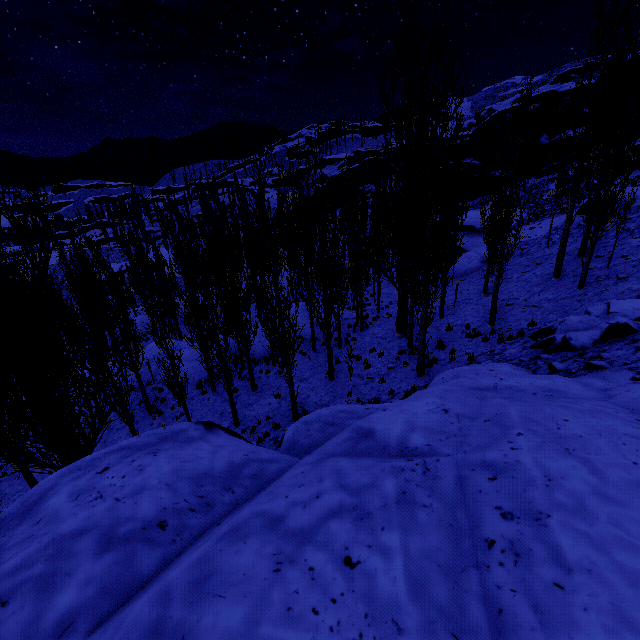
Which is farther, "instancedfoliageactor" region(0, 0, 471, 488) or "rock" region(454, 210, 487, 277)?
"rock" region(454, 210, 487, 277)

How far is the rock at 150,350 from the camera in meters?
20.5 m

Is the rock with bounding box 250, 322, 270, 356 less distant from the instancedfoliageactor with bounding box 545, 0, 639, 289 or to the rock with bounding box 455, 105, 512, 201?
the instancedfoliageactor with bounding box 545, 0, 639, 289

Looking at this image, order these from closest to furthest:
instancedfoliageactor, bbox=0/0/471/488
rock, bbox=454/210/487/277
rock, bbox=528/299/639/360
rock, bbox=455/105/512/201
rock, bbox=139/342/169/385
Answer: instancedfoliageactor, bbox=0/0/471/488, rock, bbox=528/299/639/360, rock, bbox=139/342/169/385, rock, bbox=454/210/487/277, rock, bbox=455/105/512/201

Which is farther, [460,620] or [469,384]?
[469,384]

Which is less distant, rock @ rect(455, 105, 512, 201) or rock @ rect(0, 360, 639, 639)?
rock @ rect(0, 360, 639, 639)

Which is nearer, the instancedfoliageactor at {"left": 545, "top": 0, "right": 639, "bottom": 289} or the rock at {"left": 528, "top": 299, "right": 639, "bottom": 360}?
the rock at {"left": 528, "top": 299, "right": 639, "bottom": 360}

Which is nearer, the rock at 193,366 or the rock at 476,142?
the rock at 193,366
